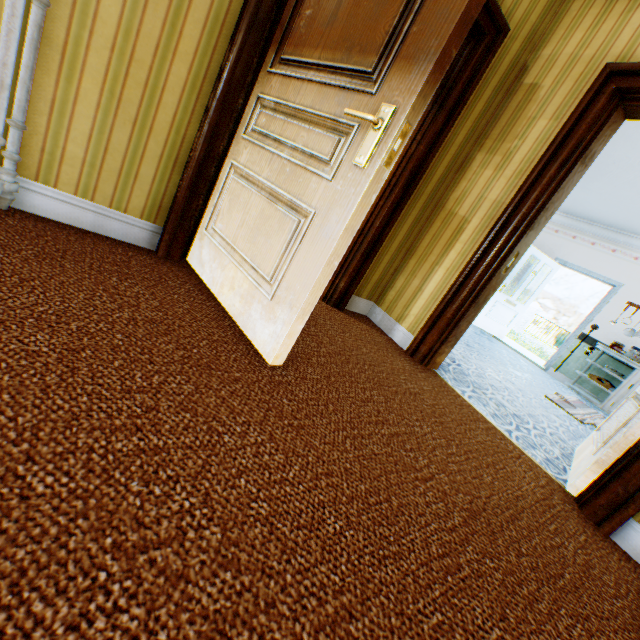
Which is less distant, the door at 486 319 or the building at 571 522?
the building at 571 522

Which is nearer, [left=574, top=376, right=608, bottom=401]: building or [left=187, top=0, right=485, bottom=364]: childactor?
[left=187, top=0, right=485, bottom=364]: childactor

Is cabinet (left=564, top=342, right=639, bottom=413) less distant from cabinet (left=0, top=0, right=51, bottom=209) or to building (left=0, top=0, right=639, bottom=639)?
building (left=0, top=0, right=639, bottom=639)

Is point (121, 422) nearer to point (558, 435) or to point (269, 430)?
point (269, 430)

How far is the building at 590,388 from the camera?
6.41m

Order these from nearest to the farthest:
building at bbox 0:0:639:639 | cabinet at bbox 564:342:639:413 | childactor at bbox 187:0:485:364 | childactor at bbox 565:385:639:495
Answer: building at bbox 0:0:639:639 < childactor at bbox 187:0:485:364 < childactor at bbox 565:385:639:495 < cabinet at bbox 564:342:639:413

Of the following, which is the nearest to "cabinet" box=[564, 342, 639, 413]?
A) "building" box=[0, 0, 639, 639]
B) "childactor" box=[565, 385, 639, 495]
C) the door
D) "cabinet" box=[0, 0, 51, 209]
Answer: "building" box=[0, 0, 639, 639]

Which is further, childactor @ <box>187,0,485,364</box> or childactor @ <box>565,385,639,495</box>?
childactor @ <box>565,385,639,495</box>
